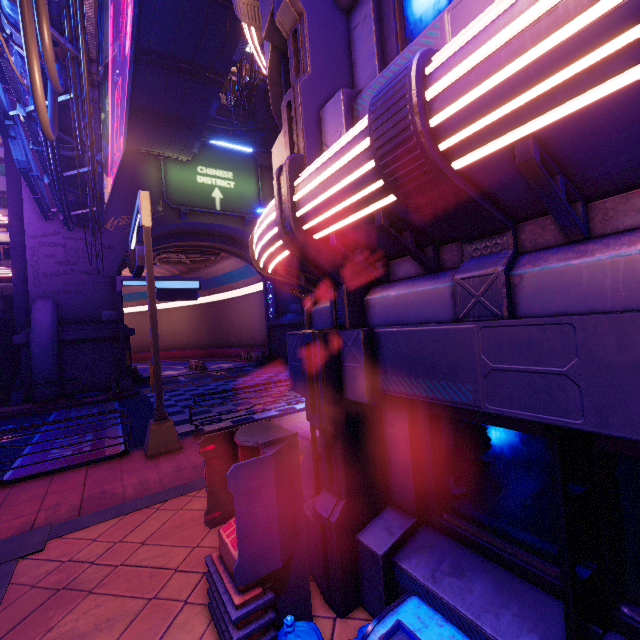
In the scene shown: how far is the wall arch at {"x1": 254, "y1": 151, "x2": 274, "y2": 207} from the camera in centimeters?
2819cm

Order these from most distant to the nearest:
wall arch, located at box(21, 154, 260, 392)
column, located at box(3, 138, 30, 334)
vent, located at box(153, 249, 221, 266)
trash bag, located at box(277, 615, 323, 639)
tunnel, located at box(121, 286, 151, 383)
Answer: tunnel, located at box(121, 286, 151, 383), vent, located at box(153, 249, 221, 266), column, located at box(3, 138, 30, 334), wall arch, located at box(21, 154, 260, 392), trash bag, located at box(277, 615, 323, 639)

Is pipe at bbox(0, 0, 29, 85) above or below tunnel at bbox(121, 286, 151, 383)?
above

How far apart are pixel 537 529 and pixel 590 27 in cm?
340

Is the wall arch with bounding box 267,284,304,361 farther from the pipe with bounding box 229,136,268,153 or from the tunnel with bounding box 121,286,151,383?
the pipe with bounding box 229,136,268,153

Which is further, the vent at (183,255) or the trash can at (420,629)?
the vent at (183,255)

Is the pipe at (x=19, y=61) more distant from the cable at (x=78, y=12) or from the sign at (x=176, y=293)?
the sign at (x=176, y=293)

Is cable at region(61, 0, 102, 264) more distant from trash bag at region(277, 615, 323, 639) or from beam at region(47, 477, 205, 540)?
beam at region(47, 477, 205, 540)
